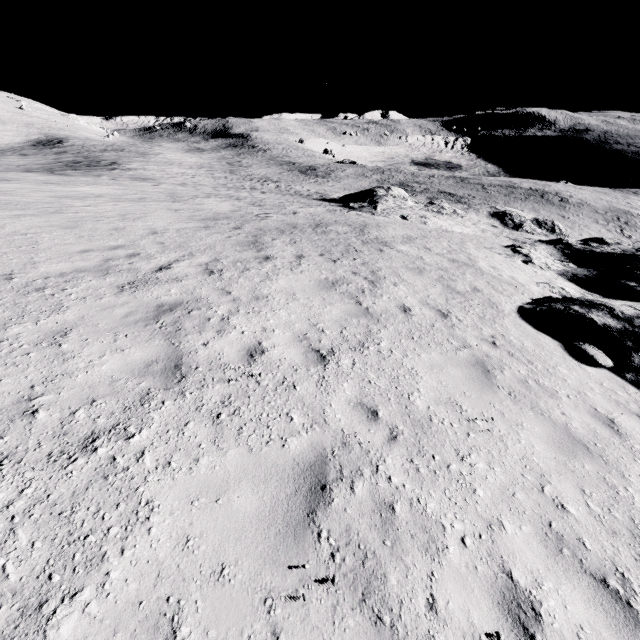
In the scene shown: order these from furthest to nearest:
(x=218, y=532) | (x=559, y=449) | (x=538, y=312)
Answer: (x=538, y=312), (x=559, y=449), (x=218, y=532)
